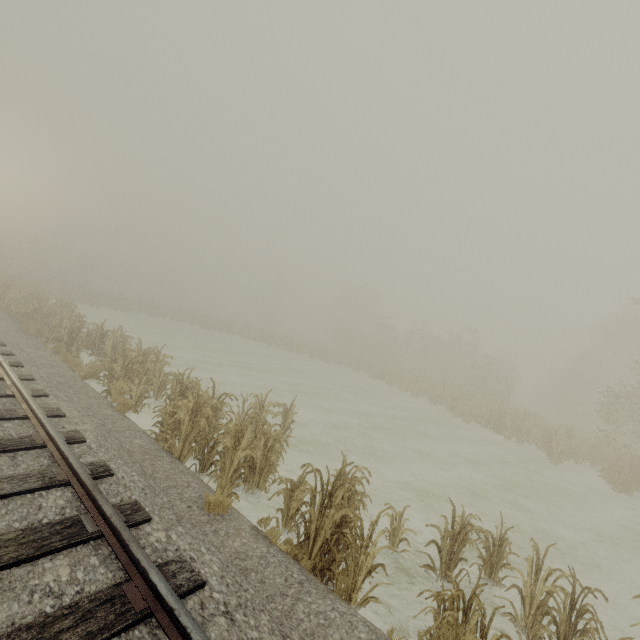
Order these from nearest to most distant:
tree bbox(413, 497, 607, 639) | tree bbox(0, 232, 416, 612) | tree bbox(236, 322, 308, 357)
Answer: tree bbox(413, 497, 607, 639)
tree bbox(0, 232, 416, 612)
tree bbox(236, 322, 308, 357)

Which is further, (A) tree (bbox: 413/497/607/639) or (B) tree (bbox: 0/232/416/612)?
(B) tree (bbox: 0/232/416/612)

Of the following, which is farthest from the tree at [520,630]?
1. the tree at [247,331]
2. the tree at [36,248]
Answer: the tree at [247,331]

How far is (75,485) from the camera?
4.3 meters

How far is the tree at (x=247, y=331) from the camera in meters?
36.9

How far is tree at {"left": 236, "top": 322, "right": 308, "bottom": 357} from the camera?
36.9 meters

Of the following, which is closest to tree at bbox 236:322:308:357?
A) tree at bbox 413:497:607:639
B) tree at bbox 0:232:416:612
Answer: tree at bbox 0:232:416:612

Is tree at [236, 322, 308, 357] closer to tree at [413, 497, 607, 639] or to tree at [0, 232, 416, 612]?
tree at [0, 232, 416, 612]
